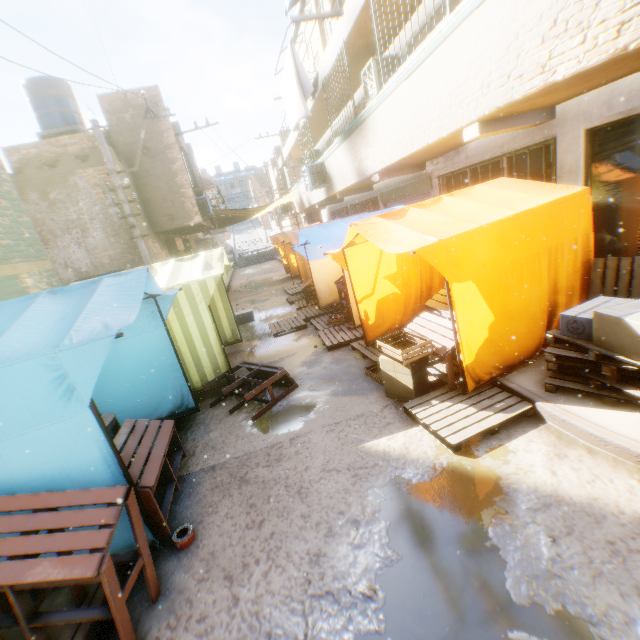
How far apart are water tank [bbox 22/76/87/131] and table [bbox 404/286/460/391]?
15.35m

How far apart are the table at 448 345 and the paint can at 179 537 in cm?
319

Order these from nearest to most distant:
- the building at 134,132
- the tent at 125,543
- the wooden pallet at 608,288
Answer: the tent at 125,543 → the wooden pallet at 608,288 → the building at 134,132

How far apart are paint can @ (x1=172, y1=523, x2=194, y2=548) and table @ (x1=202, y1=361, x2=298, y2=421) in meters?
1.9 m

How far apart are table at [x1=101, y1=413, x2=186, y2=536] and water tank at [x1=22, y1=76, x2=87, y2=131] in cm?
1414

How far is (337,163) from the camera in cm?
1030

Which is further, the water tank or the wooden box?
the water tank

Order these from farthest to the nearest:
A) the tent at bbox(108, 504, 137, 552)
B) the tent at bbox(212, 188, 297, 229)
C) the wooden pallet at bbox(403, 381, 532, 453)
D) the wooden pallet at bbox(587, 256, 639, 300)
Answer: the tent at bbox(212, 188, 297, 229) → the wooden pallet at bbox(587, 256, 639, 300) → the wooden pallet at bbox(403, 381, 532, 453) → the tent at bbox(108, 504, 137, 552)
